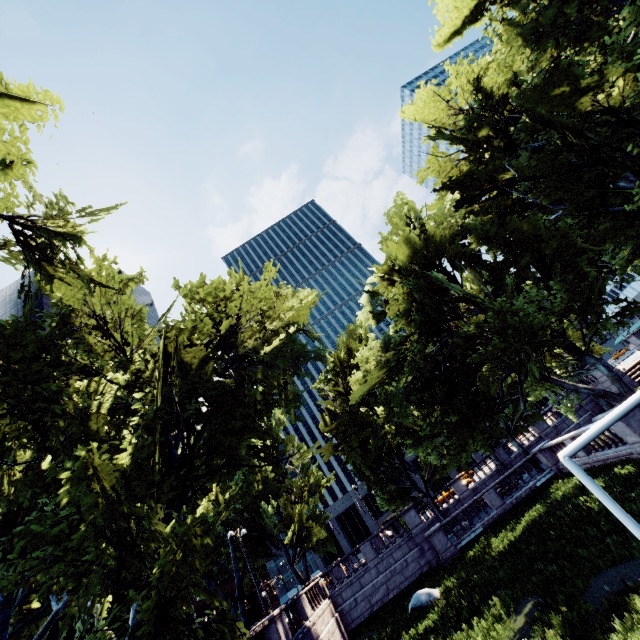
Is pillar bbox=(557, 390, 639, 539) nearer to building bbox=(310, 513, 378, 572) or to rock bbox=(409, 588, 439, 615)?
rock bbox=(409, 588, 439, 615)

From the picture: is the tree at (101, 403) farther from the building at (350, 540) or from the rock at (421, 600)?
the building at (350, 540)

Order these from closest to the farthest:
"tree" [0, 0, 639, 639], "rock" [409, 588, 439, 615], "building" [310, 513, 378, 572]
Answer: "tree" [0, 0, 639, 639], "rock" [409, 588, 439, 615], "building" [310, 513, 378, 572]

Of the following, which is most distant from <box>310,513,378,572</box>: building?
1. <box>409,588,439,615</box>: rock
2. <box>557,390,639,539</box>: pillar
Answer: <box>557,390,639,539</box>: pillar

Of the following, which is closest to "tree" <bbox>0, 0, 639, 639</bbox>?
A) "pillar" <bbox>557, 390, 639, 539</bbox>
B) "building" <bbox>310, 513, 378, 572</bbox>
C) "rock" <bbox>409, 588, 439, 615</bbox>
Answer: "pillar" <bbox>557, 390, 639, 539</bbox>

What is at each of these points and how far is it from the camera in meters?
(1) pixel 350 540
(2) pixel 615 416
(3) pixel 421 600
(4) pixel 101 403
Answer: (1) building, 59.4
(2) pillar, 9.5
(3) rock, 17.4
(4) tree, 13.2

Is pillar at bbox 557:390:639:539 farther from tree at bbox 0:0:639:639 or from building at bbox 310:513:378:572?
building at bbox 310:513:378:572

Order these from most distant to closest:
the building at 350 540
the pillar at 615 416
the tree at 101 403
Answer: the building at 350 540, the tree at 101 403, the pillar at 615 416
